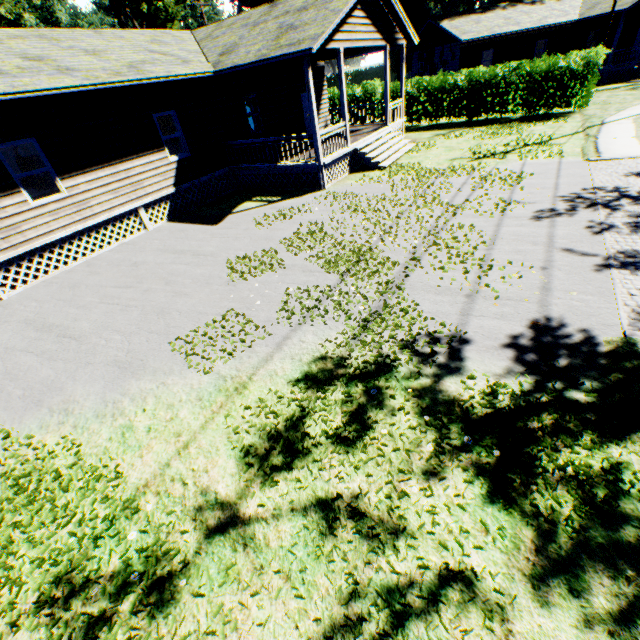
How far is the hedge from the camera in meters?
17.3 m

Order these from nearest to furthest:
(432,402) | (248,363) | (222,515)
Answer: (222,515)
(432,402)
(248,363)

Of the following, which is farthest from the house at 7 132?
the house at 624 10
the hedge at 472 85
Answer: the house at 624 10

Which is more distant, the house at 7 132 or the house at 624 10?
the house at 624 10

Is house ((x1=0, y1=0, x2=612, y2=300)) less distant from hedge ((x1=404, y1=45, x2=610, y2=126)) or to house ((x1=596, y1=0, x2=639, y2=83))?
hedge ((x1=404, y1=45, x2=610, y2=126))

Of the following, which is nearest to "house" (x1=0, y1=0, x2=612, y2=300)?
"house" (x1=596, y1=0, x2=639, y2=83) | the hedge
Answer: the hedge

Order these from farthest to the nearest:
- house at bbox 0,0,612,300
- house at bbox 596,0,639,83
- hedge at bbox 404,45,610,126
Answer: house at bbox 596,0,639,83, hedge at bbox 404,45,610,126, house at bbox 0,0,612,300
